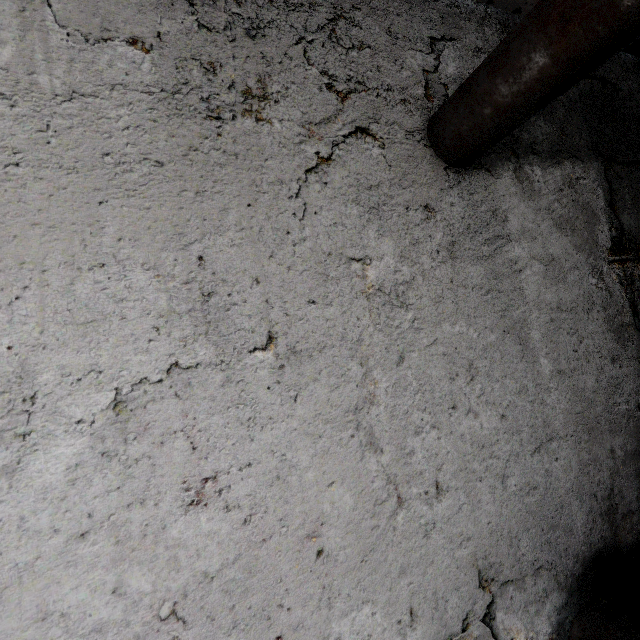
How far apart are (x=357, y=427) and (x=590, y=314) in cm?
304

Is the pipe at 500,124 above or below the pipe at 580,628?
above

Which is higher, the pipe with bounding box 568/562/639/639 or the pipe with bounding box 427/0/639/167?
the pipe with bounding box 427/0/639/167
